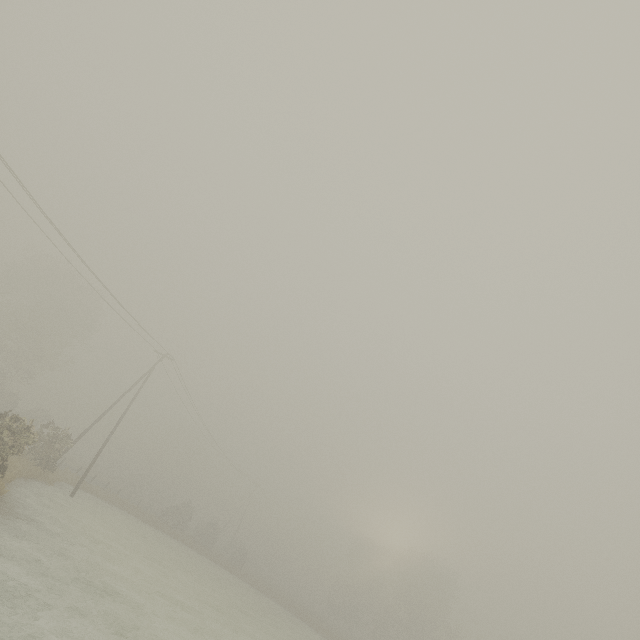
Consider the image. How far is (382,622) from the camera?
43.7m
